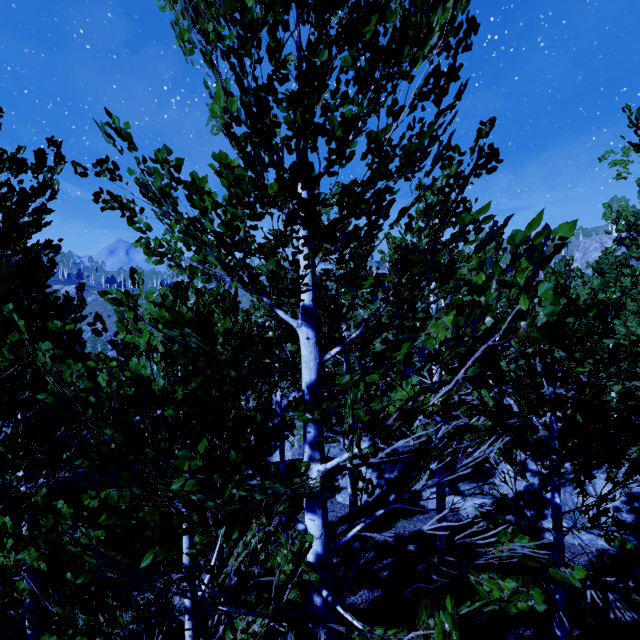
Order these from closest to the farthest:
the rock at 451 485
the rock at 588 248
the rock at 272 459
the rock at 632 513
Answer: the rock at 632 513 → the rock at 451 485 → the rock at 272 459 → the rock at 588 248

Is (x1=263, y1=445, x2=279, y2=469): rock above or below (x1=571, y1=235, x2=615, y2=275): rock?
below

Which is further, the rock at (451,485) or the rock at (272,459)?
the rock at (272,459)

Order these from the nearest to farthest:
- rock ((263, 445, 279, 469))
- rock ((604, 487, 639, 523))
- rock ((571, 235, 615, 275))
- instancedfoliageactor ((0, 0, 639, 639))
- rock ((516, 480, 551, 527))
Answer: instancedfoliageactor ((0, 0, 639, 639)) < rock ((604, 487, 639, 523)) < rock ((516, 480, 551, 527)) < rock ((263, 445, 279, 469)) < rock ((571, 235, 615, 275))

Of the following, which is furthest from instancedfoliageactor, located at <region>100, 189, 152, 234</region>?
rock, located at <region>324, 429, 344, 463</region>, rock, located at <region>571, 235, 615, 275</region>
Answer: rock, located at <region>571, 235, 615, 275</region>

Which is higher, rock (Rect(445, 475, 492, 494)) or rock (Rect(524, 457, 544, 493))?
rock (Rect(524, 457, 544, 493))

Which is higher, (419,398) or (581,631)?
(419,398)

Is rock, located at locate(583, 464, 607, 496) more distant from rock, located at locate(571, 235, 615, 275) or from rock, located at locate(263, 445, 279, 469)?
rock, located at locate(571, 235, 615, 275)
